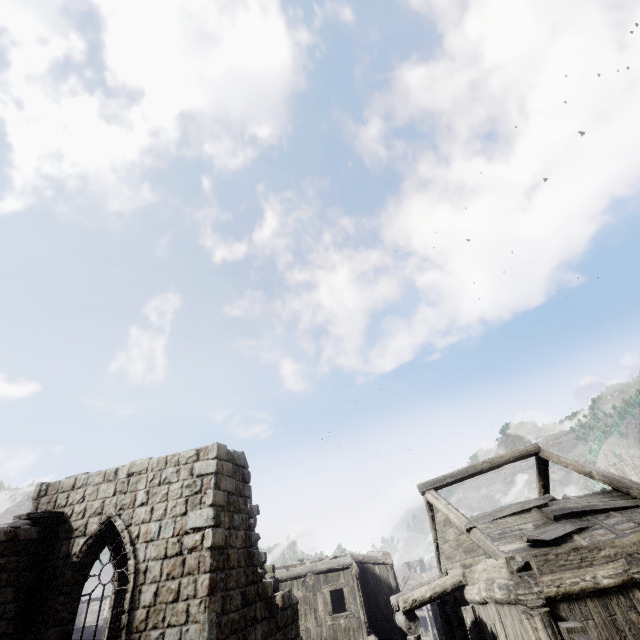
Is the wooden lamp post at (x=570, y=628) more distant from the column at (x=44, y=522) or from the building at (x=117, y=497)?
the column at (x=44, y=522)

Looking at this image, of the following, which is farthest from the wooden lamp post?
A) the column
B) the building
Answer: the column

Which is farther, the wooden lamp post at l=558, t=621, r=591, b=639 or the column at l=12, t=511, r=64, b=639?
the column at l=12, t=511, r=64, b=639

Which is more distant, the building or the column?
the column

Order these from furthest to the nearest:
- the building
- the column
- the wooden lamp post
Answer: the column
the building
the wooden lamp post

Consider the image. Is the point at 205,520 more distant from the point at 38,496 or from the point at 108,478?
the point at 38,496

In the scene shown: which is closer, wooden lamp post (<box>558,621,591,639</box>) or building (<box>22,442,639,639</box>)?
wooden lamp post (<box>558,621,591,639</box>)

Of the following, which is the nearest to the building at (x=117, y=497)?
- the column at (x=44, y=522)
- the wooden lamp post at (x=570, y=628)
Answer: the column at (x=44, y=522)
